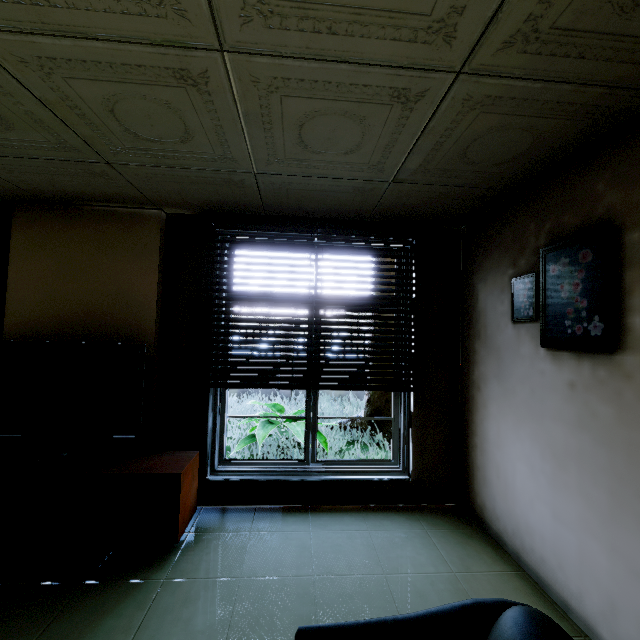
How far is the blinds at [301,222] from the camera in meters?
3.1

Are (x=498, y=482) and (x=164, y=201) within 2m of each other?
no

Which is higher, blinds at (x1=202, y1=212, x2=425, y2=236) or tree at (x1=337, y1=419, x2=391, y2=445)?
blinds at (x1=202, y1=212, x2=425, y2=236)

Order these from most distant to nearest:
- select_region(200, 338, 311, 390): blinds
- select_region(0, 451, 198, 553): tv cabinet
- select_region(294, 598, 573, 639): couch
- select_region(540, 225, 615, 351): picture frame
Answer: select_region(200, 338, 311, 390): blinds < select_region(0, 451, 198, 553): tv cabinet < select_region(540, 225, 615, 351): picture frame < select_region(294, 598, 573, 639): couch

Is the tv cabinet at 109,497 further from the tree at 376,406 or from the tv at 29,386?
the tree at 376,406

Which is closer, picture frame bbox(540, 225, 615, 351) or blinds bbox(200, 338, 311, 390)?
picture frame bbox(540, 225, 615, 351)

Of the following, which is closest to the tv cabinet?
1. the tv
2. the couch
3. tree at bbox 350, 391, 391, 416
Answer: the tv

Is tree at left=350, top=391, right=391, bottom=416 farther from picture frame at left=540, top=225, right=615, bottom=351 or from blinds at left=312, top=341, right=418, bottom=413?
picture frame at left=540, top=225, right=615, bottom=351
